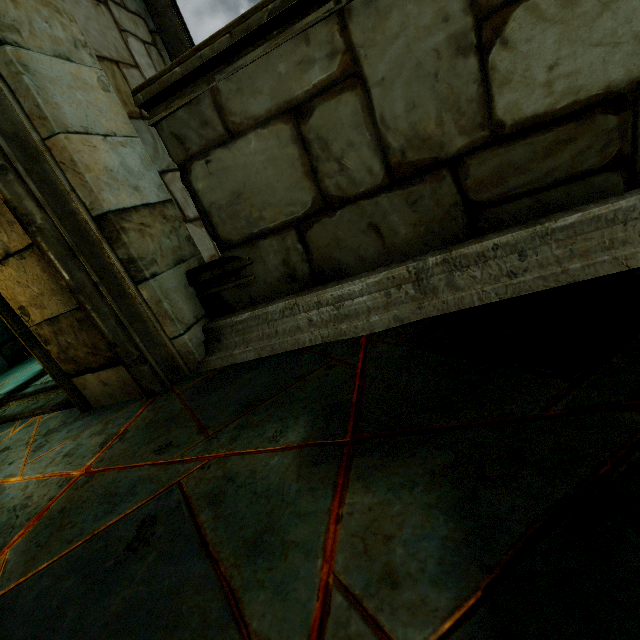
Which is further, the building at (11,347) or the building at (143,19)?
the building at (11,347)

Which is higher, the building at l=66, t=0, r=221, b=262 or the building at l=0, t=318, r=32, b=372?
the building at l=66, t=0, r=221, b=262

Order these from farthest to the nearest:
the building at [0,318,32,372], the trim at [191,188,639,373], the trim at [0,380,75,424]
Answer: the building at [0,318,32,372]
the trim at [0,380,75,424]
the trim at [191,188,639,373]

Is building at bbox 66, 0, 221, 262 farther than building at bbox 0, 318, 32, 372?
No

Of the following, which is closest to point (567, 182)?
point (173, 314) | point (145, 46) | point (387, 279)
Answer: point (387, 279)

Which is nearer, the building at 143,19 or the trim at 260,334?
the trim at 260,334

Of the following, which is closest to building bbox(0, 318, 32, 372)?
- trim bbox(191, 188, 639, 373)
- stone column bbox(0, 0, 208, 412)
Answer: stone column bbox(0, 0, 208, 412)
